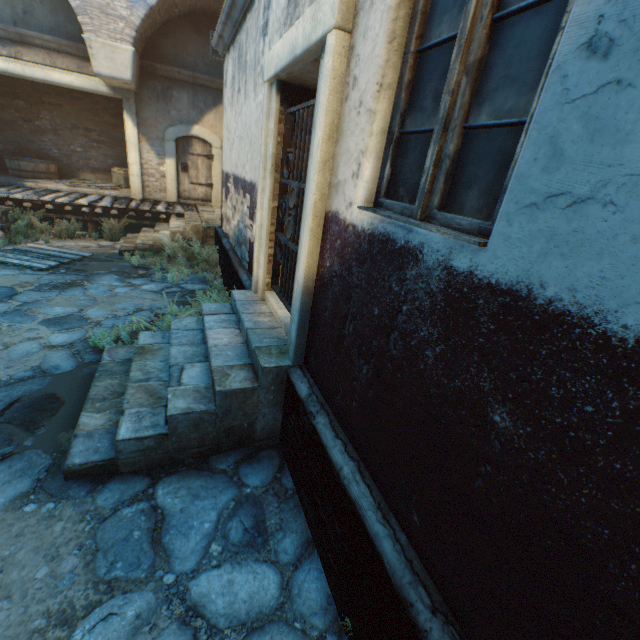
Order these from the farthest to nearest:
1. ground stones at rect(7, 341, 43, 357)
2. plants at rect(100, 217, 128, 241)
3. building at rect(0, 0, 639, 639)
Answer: plants at rect(100, 217, 128, 241)
ground stones at rect(7, 341, 43, 357)
building at rect(0, 0, 639, 639)

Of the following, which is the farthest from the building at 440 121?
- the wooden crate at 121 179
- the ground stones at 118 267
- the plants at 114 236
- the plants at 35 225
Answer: the wooden crate at 121 179

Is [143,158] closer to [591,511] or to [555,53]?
[555,53]

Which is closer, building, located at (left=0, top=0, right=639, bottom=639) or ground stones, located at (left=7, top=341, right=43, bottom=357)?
building, located at (left=0, top=0, right=639, bottom=639)

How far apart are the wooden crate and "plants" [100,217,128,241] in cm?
335

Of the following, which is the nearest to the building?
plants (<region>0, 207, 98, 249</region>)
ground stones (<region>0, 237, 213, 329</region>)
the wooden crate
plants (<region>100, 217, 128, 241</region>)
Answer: ground stones (<region>0, 237, 213, 329</region>)

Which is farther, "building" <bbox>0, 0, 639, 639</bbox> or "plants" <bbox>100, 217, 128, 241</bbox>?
"plants" <bbox>100, 217, 128, 241</bbox>

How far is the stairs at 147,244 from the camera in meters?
8.4
